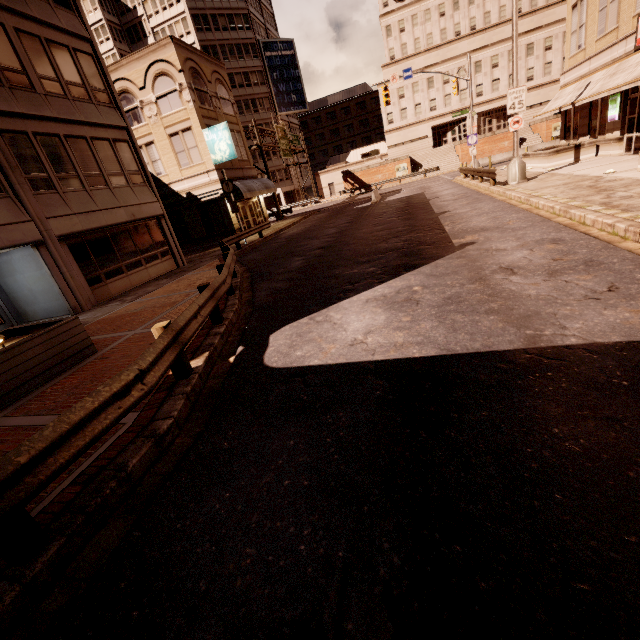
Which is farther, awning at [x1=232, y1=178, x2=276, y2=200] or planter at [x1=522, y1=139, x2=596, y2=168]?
awning at [x1=232, y1=178, x2=276, y2=200]

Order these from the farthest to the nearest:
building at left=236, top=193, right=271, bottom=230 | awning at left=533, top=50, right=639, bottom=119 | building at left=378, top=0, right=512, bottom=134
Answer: building at left=378, top=0, right=512, bottom=134, building at left=236, top=193, right=271, bottom=230, awning at left=533, top=50, right=639, bottom=119

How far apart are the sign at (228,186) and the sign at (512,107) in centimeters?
1565cm

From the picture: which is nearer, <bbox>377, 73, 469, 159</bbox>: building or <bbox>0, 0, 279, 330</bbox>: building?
<bbox>0, 0, 279, 330</bbox>: building

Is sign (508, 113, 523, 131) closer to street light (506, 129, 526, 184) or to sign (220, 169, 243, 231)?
street light (506, 129, 526, 184)

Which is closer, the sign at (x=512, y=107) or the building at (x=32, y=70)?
the building at (x=32, y=70)

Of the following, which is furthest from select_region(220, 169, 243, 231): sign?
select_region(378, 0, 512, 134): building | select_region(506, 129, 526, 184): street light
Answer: select_region(378, 0, 512, 134): building

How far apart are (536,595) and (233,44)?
68.0m
